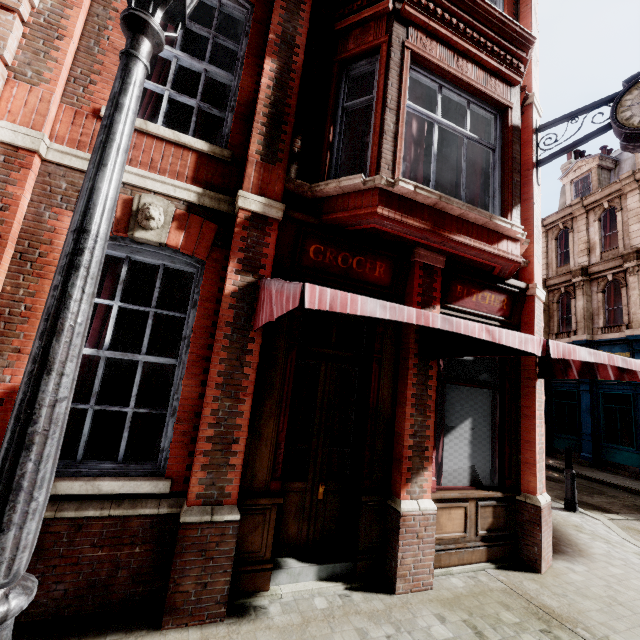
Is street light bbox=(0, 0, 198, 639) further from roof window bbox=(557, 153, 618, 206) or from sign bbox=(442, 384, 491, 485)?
roof window bbox=(557, 153, 618, 206)

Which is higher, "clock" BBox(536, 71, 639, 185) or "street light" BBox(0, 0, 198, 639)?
"clock" BBox(536, 71, 639, 185)

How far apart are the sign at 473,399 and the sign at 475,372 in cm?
13

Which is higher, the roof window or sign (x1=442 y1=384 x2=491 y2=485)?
the roof window

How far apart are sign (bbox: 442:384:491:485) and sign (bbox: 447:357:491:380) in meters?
0.1 m

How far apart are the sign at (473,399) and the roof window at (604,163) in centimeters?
1949cm

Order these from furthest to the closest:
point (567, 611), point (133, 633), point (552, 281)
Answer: point (552, 281)
point (567, 611)
point (133, 633)

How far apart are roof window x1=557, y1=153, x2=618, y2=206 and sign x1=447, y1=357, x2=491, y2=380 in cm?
1902
